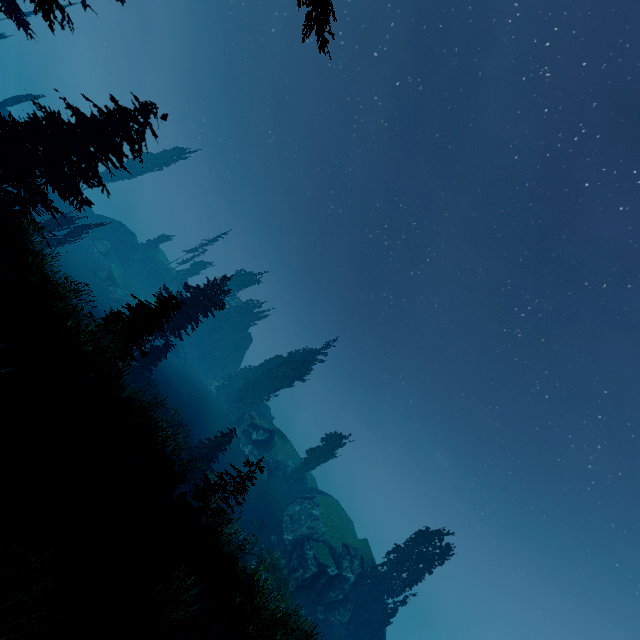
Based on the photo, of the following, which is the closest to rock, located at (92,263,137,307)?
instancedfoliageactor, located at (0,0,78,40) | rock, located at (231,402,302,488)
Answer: instancedfoliageactor, located at (0,0,78,40)

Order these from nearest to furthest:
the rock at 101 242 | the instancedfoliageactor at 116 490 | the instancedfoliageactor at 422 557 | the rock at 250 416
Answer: the instancedfoliageactor at 116 490
the instancedfoliageactor at 422 557
the rock at 250 416
the rock at 101 242

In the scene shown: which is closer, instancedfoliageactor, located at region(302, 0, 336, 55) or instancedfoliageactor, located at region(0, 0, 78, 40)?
instancedfoliageactor, located at region(0, 0, 78, 40)

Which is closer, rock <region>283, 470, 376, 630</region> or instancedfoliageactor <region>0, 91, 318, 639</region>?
instancedfoliageactor <region>0, 91, 318, 639</region>

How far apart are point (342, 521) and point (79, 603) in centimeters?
4229cm

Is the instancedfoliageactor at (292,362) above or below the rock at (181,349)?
above

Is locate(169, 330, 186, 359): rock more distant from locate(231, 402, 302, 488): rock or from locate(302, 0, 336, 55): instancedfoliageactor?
locate(231, 402, 302, 488): rock
